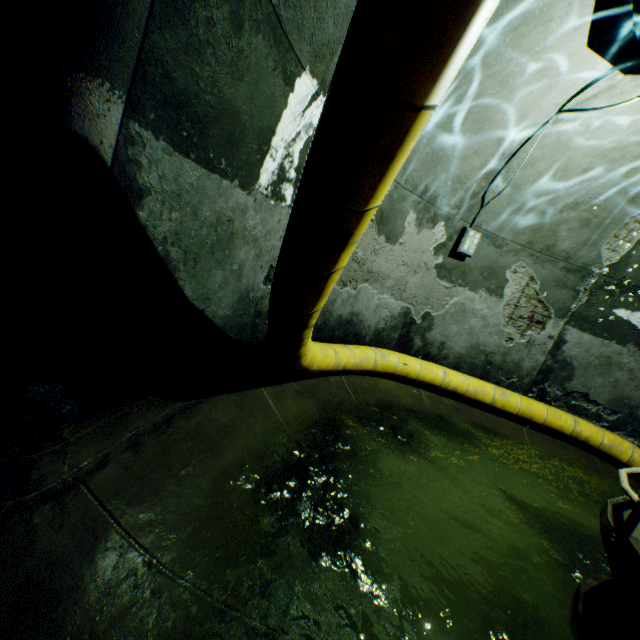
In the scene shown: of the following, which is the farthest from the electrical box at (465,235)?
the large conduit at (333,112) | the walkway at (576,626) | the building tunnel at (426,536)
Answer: the walkway at (576,626)

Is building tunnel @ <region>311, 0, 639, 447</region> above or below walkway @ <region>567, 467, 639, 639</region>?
above

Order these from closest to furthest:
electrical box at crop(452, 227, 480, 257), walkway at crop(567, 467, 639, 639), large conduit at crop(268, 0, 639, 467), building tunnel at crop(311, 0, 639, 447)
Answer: large conduit at crop(268, 0, 639, 467) → walkway at crop(567, 467, 639, 639) → building tunnel at crop(311, 0, 639, 447) → electrical box at crop(452, 227, 480, 257)

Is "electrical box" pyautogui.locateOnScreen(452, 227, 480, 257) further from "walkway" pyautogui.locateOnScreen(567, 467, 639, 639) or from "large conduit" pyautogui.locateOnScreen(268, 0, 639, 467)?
"walkway" pyautogui.locateOnScreen(567, 467, 639, 639)

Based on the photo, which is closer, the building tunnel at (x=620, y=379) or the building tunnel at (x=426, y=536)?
the building tunnel at (x=426, y=536)

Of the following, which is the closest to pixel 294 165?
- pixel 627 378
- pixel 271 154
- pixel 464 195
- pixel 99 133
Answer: pixel 271 154

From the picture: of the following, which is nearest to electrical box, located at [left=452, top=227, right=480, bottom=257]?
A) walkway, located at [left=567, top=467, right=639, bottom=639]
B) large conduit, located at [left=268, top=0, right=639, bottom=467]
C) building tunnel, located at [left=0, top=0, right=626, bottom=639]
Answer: building tunnel, located at [left=0, top=0, right=626, bottom=639]
